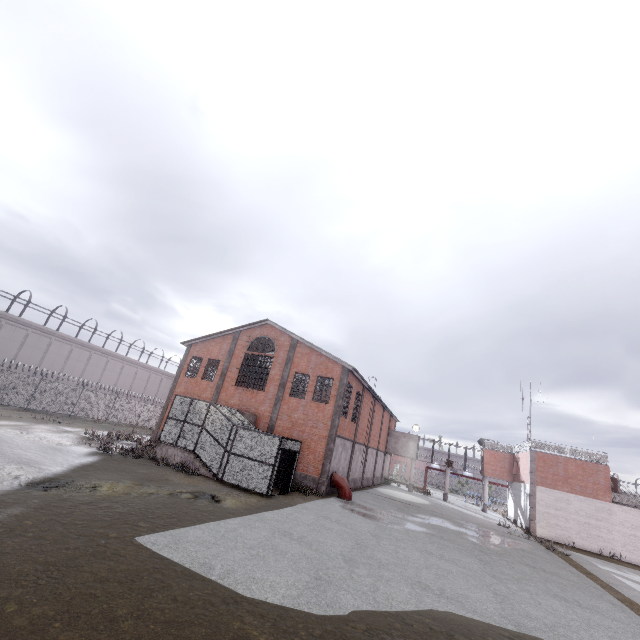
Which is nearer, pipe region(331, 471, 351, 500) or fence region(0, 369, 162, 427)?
pipe region(331, 471, 351, 500)

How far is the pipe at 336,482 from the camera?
22.25m

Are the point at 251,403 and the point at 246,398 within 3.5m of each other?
yes

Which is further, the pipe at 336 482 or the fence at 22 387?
the fence at 22 387

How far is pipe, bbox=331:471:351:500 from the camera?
22.25m
